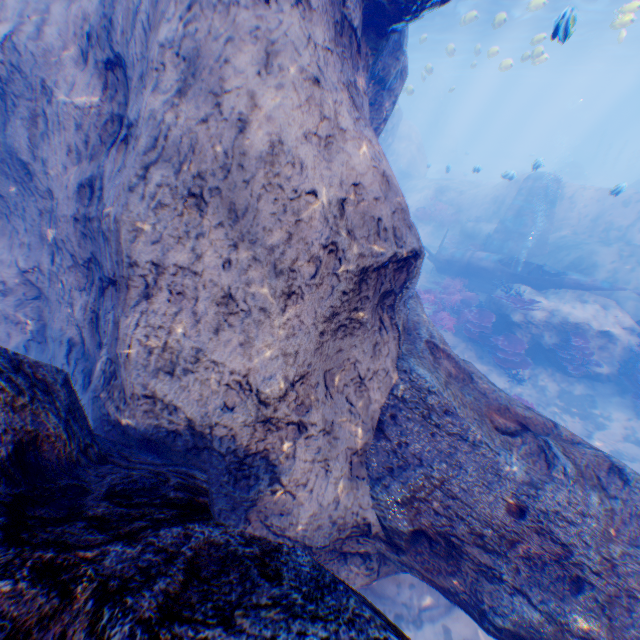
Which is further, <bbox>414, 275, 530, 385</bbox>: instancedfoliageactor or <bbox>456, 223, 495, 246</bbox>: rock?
<bbox>456, 223, 495, 246</bbox>: rock

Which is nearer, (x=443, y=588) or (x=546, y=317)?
(x=443, y=588)

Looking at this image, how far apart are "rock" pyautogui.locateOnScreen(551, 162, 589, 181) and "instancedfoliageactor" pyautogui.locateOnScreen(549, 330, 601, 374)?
37.10m

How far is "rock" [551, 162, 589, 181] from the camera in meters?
36.8 m

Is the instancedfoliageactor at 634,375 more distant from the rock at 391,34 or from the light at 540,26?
the light at 540,26

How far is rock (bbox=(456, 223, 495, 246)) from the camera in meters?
18.2

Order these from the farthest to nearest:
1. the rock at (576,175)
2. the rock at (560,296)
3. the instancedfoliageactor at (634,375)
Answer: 1. the rock at (576,175)
2. the rock at (560,296)
3. the instancedfoliageactor at (634,375)

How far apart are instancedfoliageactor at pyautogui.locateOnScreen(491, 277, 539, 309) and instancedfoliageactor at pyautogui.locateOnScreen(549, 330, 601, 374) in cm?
125
